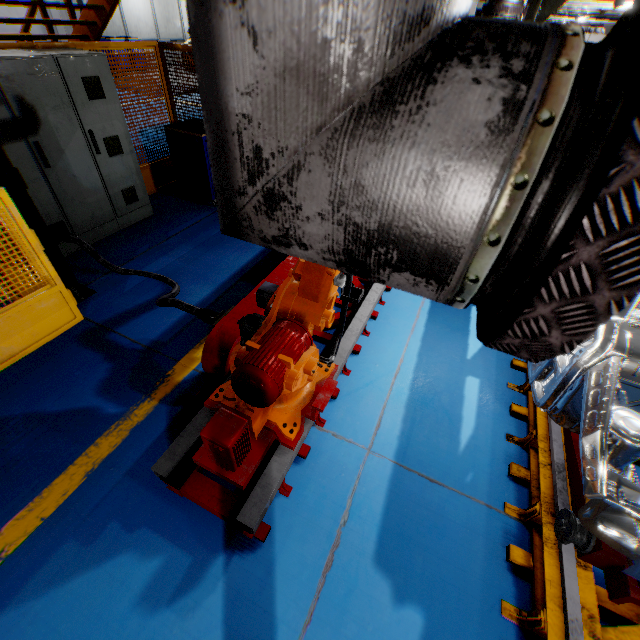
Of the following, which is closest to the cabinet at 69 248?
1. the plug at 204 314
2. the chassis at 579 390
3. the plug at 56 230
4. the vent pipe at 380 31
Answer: the plug at 56 230

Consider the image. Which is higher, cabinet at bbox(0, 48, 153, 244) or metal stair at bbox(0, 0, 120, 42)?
metal stair at bbox(0, 0, 120, 42)

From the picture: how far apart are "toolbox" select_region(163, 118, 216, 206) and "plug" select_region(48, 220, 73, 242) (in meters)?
2.20

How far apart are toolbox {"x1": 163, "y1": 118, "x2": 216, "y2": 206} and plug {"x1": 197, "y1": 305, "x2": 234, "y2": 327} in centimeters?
348cm

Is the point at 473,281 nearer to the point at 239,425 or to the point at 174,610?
the point at 239,425

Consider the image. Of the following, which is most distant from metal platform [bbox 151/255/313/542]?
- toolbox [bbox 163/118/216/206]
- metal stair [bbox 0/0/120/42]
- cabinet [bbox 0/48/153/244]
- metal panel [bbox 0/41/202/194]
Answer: metal stair [bbox 0/0/120/42]

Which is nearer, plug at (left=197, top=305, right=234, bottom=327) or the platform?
the platform

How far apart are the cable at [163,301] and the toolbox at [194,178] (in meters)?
2.17
